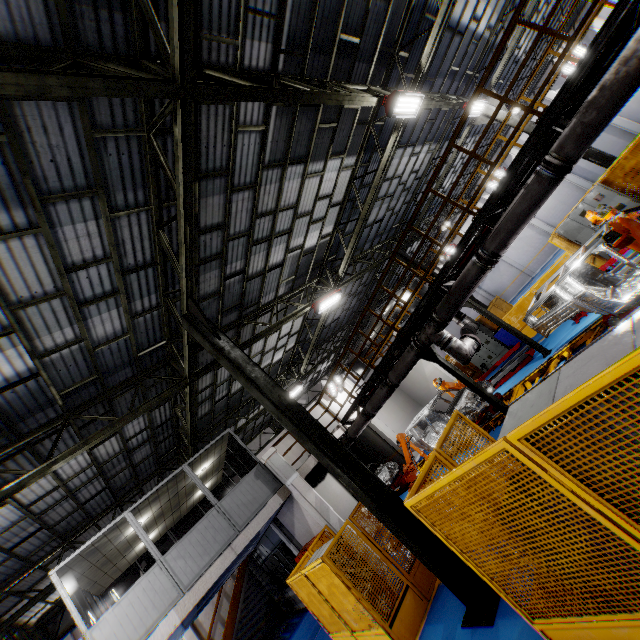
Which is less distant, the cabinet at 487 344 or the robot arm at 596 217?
the robot arm at 596 217

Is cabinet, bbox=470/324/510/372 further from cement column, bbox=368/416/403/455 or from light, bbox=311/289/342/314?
light, bbox=311/289/342/314

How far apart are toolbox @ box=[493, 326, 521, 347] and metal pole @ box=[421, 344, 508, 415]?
7.6m

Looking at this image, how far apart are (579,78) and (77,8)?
7.5m

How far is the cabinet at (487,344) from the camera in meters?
17.1

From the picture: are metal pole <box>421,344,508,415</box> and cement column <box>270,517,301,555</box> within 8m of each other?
no

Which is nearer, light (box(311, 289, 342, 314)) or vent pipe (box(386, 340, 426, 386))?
vent pipe (box(386, 340, 426, 386))

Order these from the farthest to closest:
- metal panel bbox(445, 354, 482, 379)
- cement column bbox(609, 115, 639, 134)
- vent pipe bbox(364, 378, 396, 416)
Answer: cement column bbox(609, 115, 639, 134) → metal panel bbox(445, 354, 482, 379) → vent pipe bbox(364, 378, 396, 416)
